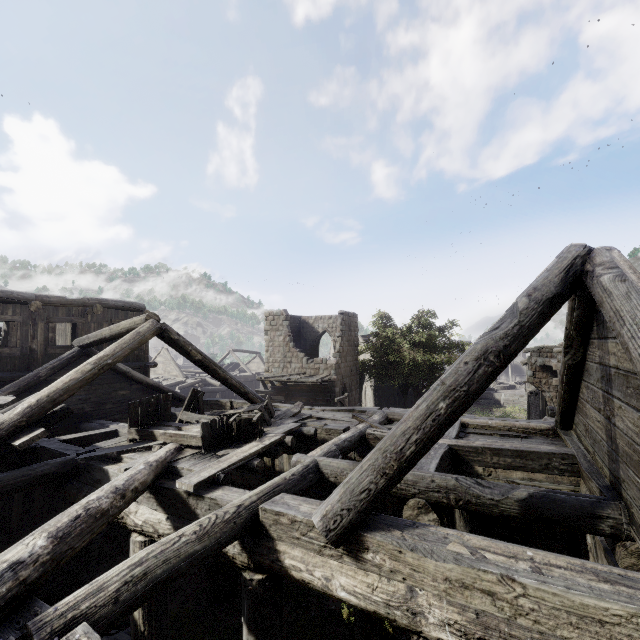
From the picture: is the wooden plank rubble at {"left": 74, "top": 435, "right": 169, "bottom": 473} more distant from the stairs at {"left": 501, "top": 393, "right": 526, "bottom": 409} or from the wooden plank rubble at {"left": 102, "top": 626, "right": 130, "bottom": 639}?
the stairs at {"left": 501, "top": 393, "right": 526, "bottom": 409}

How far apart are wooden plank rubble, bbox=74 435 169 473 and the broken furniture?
0.01m

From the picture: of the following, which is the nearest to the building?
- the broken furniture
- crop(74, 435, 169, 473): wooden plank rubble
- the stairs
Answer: crop(74, 435, 169, 473): wooden plank rubble

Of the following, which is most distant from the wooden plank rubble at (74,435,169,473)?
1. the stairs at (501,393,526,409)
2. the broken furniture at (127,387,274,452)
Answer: the stairs at (501,393,526,409)

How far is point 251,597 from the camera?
4.1 meters

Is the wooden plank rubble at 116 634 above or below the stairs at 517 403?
above

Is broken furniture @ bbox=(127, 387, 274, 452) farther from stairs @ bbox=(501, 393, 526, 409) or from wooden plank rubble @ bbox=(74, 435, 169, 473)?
stairs @ bbox=(501, 393, 526, 409)

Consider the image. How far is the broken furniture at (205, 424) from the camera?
6.5 meters
